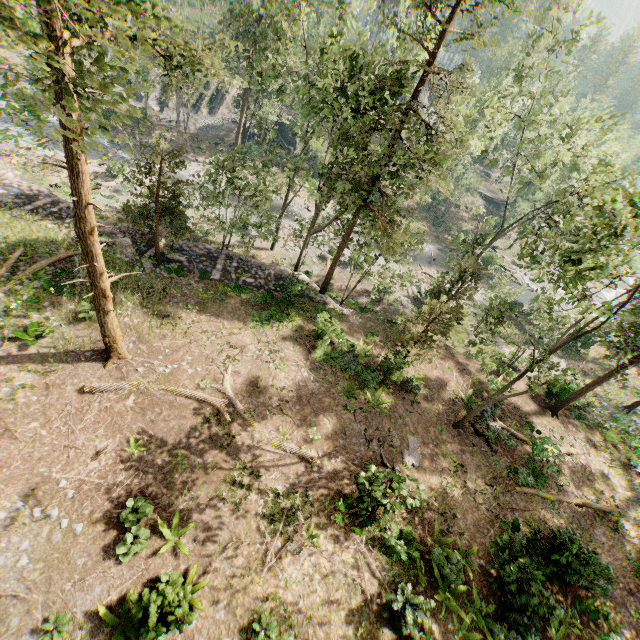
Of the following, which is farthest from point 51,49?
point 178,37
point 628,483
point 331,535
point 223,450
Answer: point 628,483

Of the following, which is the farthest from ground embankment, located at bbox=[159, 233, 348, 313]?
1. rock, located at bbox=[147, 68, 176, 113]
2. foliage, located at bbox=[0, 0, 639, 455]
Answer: rock, located at bbox=[147, 68, 176, 113]

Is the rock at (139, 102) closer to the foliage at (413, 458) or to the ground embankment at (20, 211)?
the foliage at (413, 458)

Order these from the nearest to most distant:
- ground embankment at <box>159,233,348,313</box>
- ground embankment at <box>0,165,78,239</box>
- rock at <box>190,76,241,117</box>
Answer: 1. ground embankment at <box>0,165,78,239</box>
2. ground embankment at <box>159,233,348,313</box>
3. rock at <box>190,76,241,117</box>

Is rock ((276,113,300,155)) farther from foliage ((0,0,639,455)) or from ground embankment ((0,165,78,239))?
ground embankment ((0,165,78,239))

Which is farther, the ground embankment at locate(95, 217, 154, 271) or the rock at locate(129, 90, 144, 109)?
the rock at locate(129, 90, 144, 109)

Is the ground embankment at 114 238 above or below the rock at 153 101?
above
